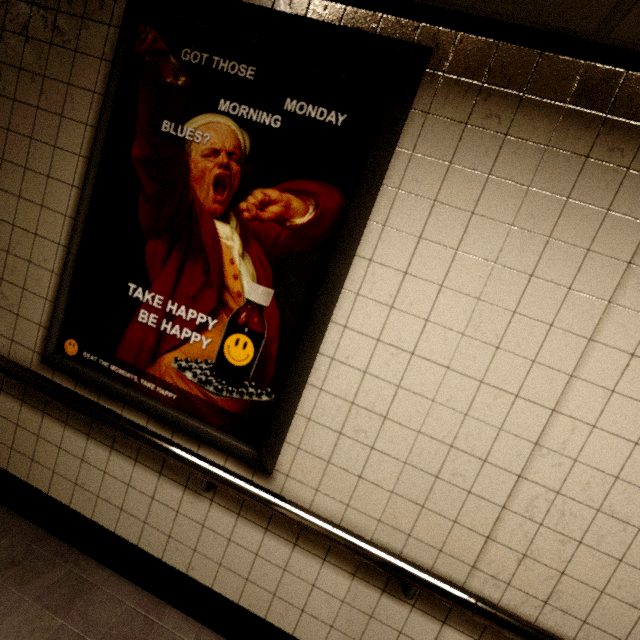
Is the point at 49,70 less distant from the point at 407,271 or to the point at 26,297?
the point at 26,297
